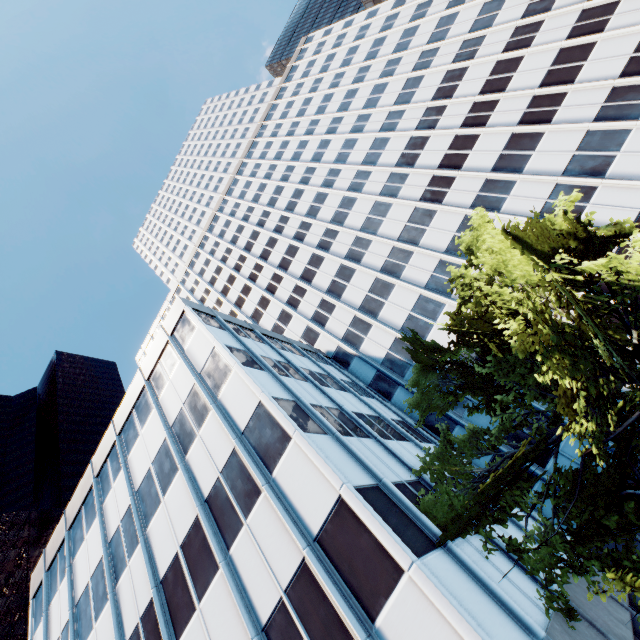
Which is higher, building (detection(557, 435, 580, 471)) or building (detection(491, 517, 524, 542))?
building (detection(557, 435, 580, 471))

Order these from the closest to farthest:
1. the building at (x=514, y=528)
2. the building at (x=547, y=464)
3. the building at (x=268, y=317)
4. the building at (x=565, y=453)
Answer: the building at (x=268, y=317) < the building at (x=514, y=528) < the building at (x=565, y=453) < the building at (x=547, y=464)

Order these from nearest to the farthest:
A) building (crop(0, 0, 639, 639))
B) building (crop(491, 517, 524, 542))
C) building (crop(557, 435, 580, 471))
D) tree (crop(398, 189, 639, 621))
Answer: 1. tree (crop(398, 189, 639, 621))
2. building (crop(0, 0, 639, 639))
3. building (crop(491, 517, 524, 542))
4. building (crop(557, 435, 580, 471))

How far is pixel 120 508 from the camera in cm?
1923

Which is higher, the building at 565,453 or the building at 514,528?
the building at 565,453

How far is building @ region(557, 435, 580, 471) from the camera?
18.8 meters
